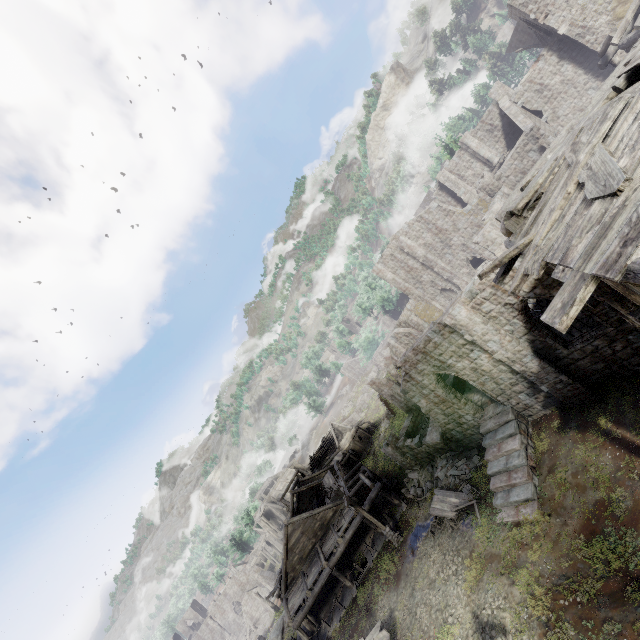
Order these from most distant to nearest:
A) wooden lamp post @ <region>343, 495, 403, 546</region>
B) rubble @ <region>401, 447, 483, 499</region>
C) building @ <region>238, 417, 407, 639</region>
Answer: building @ <region>238, 417, 407, 639</region>
wooden lamp post @ <region>343, 495, 403, 546</region>
rubble @ <region>401, 447, 483, 499</region>

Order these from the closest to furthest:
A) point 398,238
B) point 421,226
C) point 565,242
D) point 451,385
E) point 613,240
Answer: point 613,240 < point 565,242 < point 451,385 < point 421,226 < point 398,238

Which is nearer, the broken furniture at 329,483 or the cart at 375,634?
the cart at 375,634

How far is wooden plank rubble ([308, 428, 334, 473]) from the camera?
53.01m

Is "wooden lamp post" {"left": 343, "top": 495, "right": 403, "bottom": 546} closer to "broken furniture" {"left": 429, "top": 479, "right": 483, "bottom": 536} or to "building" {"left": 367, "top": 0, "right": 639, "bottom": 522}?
"building" {"left": 367, "top": 0, "right": 639, "bottom": 522}

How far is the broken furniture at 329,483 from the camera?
28.3 meters

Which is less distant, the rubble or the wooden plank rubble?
the rubble

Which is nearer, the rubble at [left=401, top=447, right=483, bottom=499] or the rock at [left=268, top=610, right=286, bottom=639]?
the rubble at [left=401, top=447, right=483, bottom=499]
